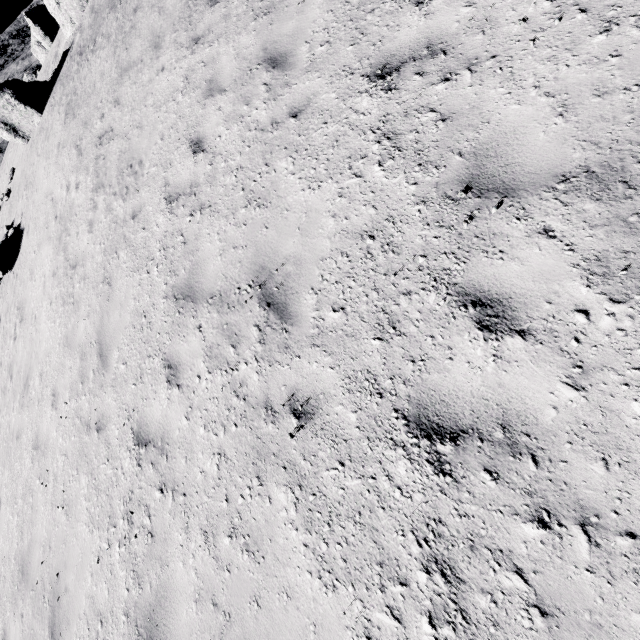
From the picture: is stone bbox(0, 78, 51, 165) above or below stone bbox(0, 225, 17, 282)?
above

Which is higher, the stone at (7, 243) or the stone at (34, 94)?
the stone at (34, 94)

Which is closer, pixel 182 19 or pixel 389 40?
pixel 389 40

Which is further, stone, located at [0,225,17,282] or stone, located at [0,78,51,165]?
stone, located at [0,78,51,165]

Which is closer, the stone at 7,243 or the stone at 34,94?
the stone at 7,243
